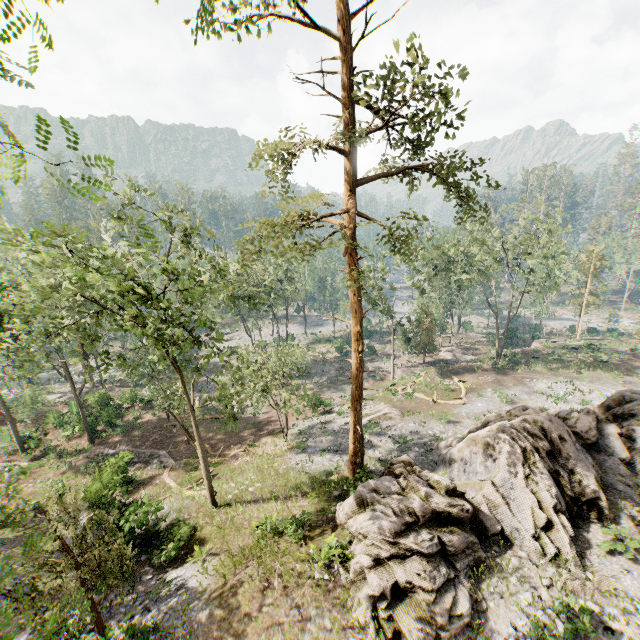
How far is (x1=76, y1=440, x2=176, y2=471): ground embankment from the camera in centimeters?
2344cm

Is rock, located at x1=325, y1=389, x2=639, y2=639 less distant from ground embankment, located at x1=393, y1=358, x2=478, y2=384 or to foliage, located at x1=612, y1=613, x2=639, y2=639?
foliage, located at x1=612, y1=613, x2=639, y2=639

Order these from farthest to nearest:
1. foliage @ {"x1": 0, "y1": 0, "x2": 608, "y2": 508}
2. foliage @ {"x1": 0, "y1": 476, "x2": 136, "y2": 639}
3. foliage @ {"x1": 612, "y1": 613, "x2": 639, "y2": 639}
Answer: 1. foliage @ {"x1": 0, "y1": 0, "x2": 608, "y2": 508}
2. foliage @ {"x1": 612, "y1": 613, "x2": 639, "y2": 639}
3. foliage @ {"x1": 0, "y1": 476, "x2": 136, "y2": 639}

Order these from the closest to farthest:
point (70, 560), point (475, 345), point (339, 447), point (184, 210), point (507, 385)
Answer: point (70, 560)
point (184, 210)
point (339, 447)
point (507, 385)
point (475, 345)

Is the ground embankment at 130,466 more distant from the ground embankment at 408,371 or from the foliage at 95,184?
the ground embankment at 408,371

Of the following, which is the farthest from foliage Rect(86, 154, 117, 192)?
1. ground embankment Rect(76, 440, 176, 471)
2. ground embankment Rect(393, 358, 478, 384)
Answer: ground embankment Rect(76, 440, 176, 471)

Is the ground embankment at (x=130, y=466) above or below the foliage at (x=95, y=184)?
below
